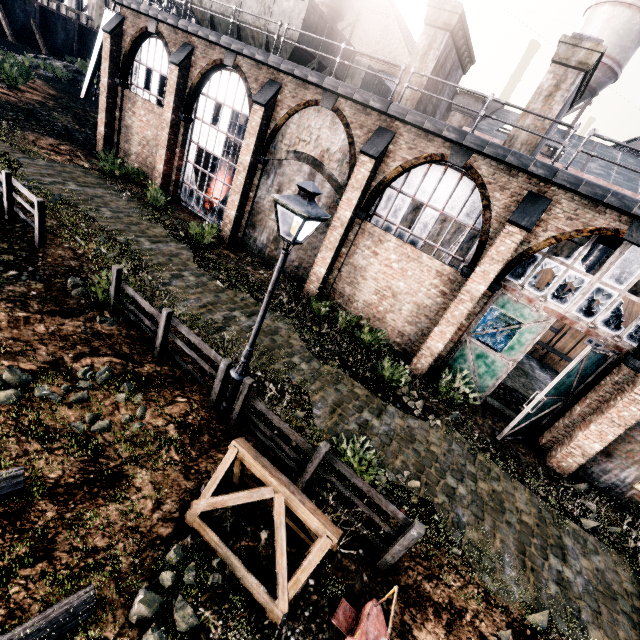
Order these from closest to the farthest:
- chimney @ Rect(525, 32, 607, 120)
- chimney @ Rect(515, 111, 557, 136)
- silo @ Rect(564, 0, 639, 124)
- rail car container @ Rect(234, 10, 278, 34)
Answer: chimney @ Rect(525, 32, 607, 120), chimney @ Rect(515, 111, 557, 136), rail car container @ Rect(234, 10, 278, 34), silo @ Rect(564, 0, 639, 124)

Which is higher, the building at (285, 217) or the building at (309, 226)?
the building at (309, 226)

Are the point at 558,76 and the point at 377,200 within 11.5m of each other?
yes

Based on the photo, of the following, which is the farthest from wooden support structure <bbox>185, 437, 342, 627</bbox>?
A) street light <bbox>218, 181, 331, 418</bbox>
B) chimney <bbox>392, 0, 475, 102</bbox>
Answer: chimney <bbox>392, 0, 475, 102</bbox>

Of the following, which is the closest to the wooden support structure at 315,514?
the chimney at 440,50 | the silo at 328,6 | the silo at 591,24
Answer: the chimney at 440,50

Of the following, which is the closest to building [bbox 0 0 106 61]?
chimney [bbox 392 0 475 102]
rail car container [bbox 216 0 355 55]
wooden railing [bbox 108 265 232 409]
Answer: chimney [bbox 392 0 475 102]

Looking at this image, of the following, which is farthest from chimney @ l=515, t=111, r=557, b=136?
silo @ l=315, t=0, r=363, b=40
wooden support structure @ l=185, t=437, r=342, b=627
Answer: silo @ l=315, t=0, r=363, b=40

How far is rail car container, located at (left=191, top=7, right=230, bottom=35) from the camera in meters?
16.6
